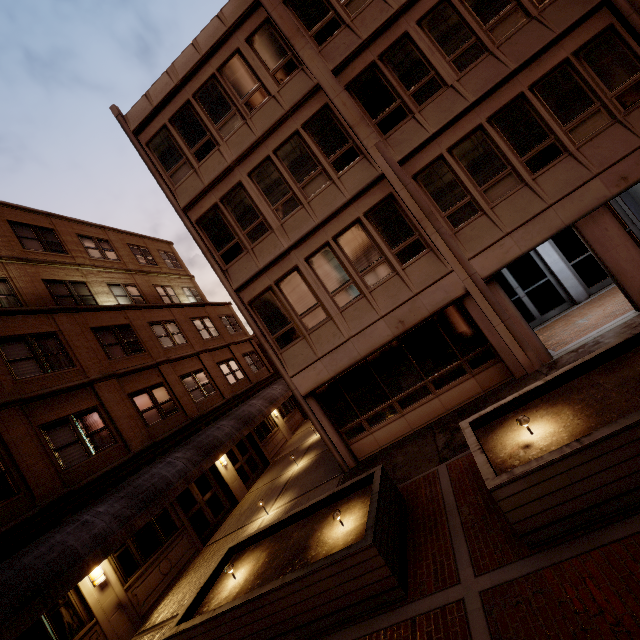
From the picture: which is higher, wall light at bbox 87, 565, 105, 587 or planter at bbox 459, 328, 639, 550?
wall light at bbox 87, 565, 105, 587

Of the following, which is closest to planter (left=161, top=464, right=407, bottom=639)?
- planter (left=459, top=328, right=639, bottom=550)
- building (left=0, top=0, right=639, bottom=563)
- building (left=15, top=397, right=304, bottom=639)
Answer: planter (left=459, top=328, right=639, bottom=550)

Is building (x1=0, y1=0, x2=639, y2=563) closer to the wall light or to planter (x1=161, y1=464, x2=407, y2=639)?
planter (x1=161, y1=464, x2=407, y2=639)

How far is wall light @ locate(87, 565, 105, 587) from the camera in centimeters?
952cm

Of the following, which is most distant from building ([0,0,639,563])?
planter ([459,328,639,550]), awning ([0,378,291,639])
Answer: awning ([0,378,291,639])

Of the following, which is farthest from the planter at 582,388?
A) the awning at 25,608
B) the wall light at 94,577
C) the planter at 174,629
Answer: the wall light at 94,577

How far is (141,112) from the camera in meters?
12.3

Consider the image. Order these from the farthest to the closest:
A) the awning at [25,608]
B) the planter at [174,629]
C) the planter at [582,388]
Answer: the awning at [25,608] < the planter at [174,629] < the planter at [582,388]
